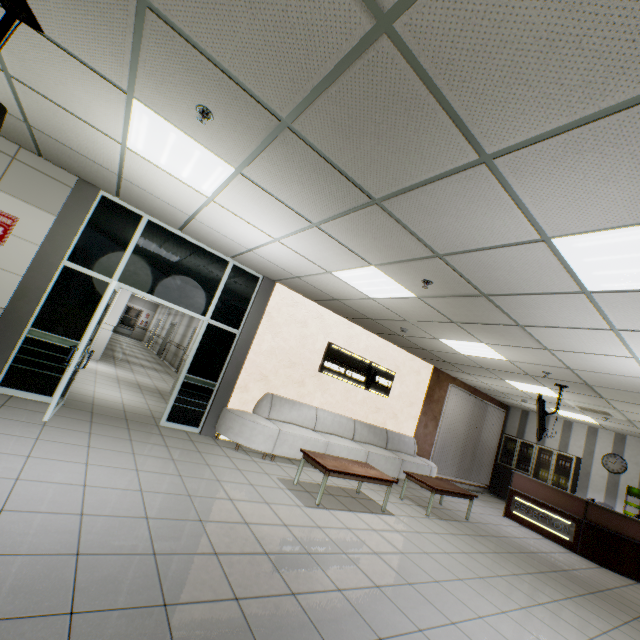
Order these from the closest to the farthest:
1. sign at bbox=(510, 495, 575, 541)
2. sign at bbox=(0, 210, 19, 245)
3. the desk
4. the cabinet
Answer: sign at bbox=(0, 210, 19, 245) < the desk < sign at bbox=(510, 495, 575, 541) < the cabinet

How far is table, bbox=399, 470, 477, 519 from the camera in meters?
6.1

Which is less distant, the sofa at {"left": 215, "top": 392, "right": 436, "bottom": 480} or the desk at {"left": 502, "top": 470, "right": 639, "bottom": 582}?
the sofa at {"left": 215, "top": 392, "right": 436, "bottom": 480}

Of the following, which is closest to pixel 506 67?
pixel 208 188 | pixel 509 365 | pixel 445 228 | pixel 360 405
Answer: pixel 445 228

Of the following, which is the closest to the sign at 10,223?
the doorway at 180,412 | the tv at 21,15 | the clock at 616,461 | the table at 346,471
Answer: the doorway at 180,412

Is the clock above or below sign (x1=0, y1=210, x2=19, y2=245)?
above

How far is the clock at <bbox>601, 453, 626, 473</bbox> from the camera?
9.45m

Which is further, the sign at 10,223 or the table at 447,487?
the table at 447,487
